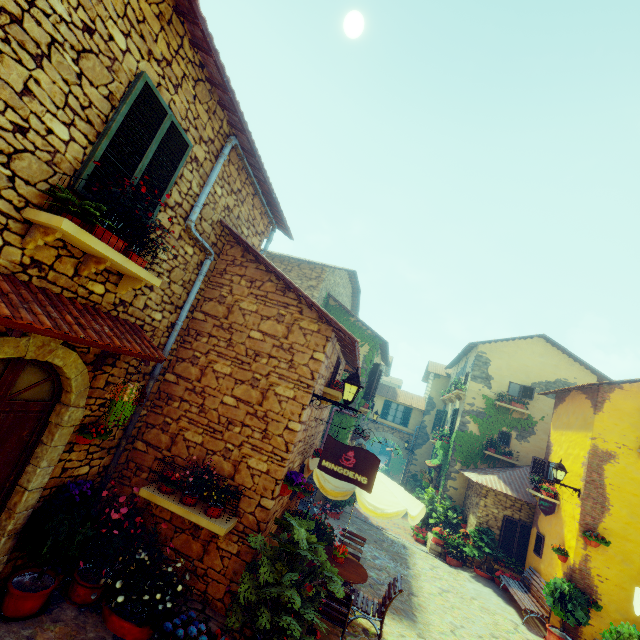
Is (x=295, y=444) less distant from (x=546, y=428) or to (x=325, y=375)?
(x=325, y=375)

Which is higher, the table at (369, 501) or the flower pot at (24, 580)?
the table at (369, 501)

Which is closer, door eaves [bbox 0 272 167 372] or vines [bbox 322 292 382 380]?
door eaves [bbox 0 272 167 372]

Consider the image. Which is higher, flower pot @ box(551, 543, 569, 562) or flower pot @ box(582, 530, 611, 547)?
flower pot @ box(582, 530, 611, 547)

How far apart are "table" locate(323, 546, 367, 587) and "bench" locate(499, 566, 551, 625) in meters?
6.3 m

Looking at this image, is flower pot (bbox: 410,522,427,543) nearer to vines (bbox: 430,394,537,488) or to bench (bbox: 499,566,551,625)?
vines (bbox: 430,394,537,488)

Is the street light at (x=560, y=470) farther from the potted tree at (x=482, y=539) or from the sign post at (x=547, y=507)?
the potted tree at (x=482, y=539)

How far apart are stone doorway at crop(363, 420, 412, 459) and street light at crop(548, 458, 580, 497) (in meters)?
14.45
